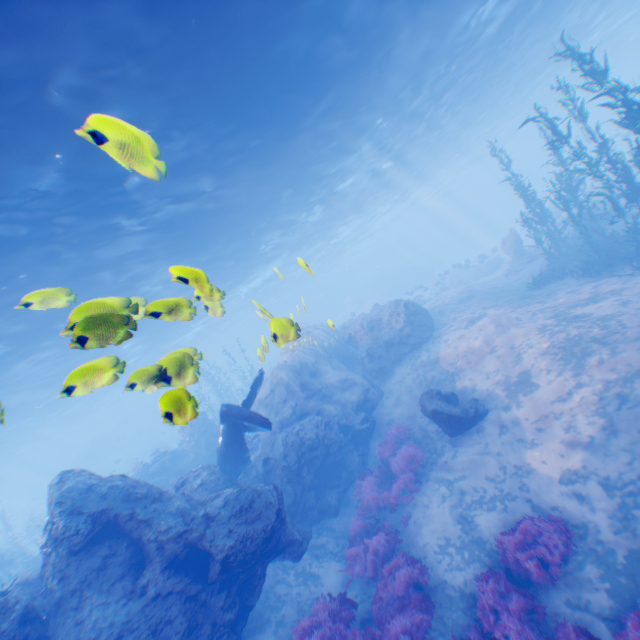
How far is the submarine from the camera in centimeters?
5191cm

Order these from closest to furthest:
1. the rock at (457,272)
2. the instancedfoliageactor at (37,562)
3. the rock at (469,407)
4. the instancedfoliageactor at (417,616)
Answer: the instancedfoliageactor at (417,616), the rock at (469,407), the instancedfoliageactor at (37,562), the rock at (457,272)

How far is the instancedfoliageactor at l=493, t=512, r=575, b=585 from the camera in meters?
6.7

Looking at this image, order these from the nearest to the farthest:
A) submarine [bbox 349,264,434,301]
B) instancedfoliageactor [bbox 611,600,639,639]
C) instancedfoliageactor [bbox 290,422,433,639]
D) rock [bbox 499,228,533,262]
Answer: instancedfoliageactor [bbox 611,600,639,639] < instancedfoliageactor [bbox 290,422,433,639] < rock [bbox 499,228,533,262] < submarine [bbox 349,264,434,301]

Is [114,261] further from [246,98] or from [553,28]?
[553,28]

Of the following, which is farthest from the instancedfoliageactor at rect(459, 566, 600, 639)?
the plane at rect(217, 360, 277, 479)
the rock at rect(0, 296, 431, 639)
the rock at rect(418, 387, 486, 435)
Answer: the plane at rect(217, 360, 277, 479)

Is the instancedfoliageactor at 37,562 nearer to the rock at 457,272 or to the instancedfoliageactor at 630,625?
the instancedfoliageactor at 630,625

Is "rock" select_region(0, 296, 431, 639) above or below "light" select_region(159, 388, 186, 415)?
below
